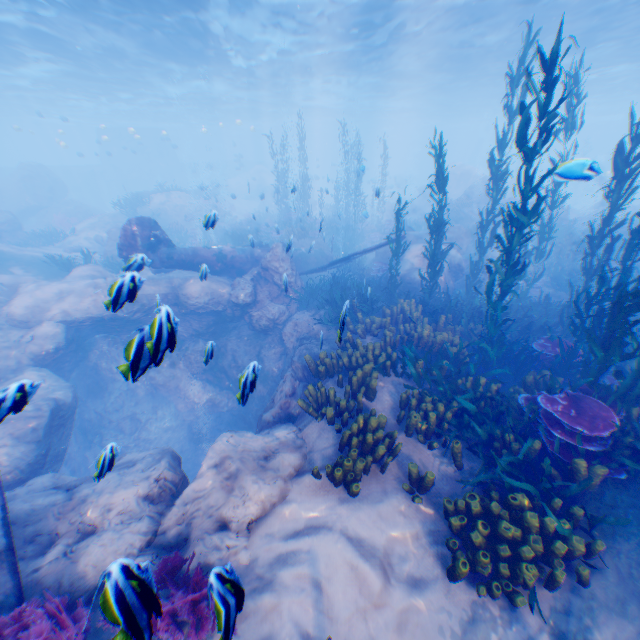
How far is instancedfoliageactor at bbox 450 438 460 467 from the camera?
5.2 meters

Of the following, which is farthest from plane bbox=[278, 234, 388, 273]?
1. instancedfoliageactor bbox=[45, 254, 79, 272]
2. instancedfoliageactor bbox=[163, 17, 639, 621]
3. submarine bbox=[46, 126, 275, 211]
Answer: submarine bbox=[46, 126, 275, 211]

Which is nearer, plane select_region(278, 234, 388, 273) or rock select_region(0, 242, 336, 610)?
rock select_region(0, 242, 336, 610)

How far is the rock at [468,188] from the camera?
13.8 meters

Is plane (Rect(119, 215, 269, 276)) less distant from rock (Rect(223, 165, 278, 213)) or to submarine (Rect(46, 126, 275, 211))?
rock (Rect(223, 165, 278, 213))

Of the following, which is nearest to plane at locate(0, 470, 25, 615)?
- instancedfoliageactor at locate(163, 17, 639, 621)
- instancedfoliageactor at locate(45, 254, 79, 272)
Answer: instancedfoliageactor at locate(163, 17, 639, 621)

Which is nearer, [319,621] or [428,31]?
[319,621]
